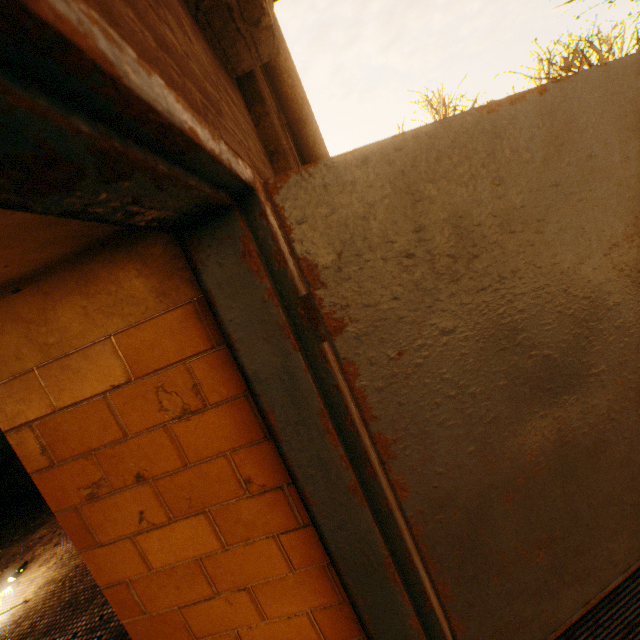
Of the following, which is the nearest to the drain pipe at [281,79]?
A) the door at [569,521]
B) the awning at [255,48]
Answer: the awning at [255,48]

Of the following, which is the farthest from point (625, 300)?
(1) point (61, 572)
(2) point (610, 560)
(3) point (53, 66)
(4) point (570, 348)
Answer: (1) point (61, 572)

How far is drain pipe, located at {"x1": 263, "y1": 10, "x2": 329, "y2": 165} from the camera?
1.69m

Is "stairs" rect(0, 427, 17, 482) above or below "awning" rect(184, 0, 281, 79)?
below

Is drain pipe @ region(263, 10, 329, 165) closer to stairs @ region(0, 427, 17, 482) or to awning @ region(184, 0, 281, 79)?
awning @ region(184, 0, 281, 79)

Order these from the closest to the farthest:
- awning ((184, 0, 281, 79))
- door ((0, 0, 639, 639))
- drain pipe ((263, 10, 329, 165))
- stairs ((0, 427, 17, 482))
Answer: door ((0, 0, 639, 639)) < awning ((184, 0, 281, 79)) < drain pipe ((263, 10, 329, 165)) < stairs ((0, 427, 17, 482))

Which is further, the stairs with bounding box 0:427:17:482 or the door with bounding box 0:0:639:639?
the stairs with bounding box 0:427:17:482

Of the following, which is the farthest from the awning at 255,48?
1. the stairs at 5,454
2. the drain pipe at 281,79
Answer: the stairs at 5,454
